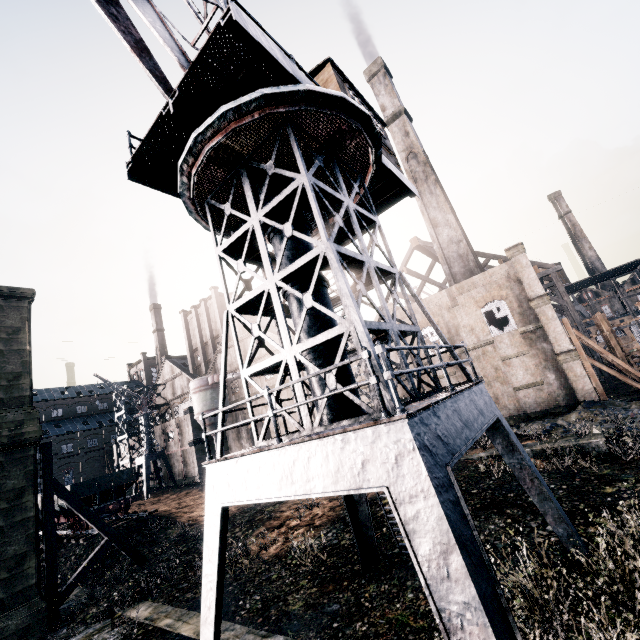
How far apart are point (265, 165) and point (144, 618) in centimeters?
1916cm

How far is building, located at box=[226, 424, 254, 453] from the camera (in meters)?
45.58

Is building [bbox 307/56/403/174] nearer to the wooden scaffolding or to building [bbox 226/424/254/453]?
building [bbox 226/424/254/453]

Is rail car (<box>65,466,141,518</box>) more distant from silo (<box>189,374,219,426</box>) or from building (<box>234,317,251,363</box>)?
silo (<box>189,374,219,426</box>)

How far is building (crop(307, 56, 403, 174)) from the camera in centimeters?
1203cm

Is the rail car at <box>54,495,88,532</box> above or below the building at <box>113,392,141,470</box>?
below

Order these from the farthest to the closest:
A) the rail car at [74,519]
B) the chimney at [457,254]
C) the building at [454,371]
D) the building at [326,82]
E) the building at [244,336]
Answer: the building at [244,336] < the chimney at [457,254] < the building at [454,371] < the rail car at [74,519] < the building at [326,82]

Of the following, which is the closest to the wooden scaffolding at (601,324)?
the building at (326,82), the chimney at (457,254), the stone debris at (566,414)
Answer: the chimney at (457,254)
